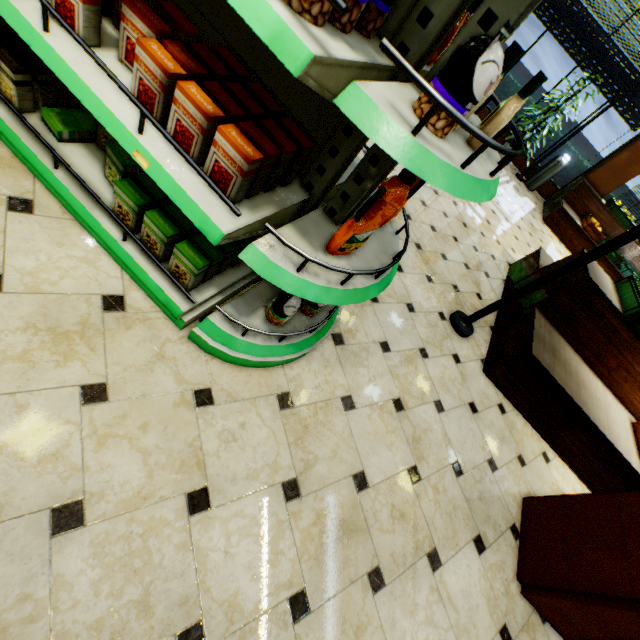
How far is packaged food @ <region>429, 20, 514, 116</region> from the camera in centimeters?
78cm

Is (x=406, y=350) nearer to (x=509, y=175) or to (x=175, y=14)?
(x=175, y=14)

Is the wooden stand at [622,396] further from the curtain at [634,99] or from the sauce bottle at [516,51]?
the curtain at [634,99]

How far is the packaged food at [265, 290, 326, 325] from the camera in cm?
166

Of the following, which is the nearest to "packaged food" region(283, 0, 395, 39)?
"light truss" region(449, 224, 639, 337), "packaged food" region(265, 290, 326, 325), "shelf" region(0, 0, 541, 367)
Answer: "shelf" region(0, 0, 541, 367)

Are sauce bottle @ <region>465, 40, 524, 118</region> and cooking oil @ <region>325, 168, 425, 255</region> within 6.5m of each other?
yes

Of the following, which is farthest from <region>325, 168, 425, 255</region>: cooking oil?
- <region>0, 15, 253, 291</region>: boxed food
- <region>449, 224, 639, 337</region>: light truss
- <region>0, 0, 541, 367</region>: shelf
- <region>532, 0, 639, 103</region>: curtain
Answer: <region>532, 0, 639, 103</region>: curtain

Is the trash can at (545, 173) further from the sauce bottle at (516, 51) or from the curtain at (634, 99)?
the sauce bottle at (516, 51)
